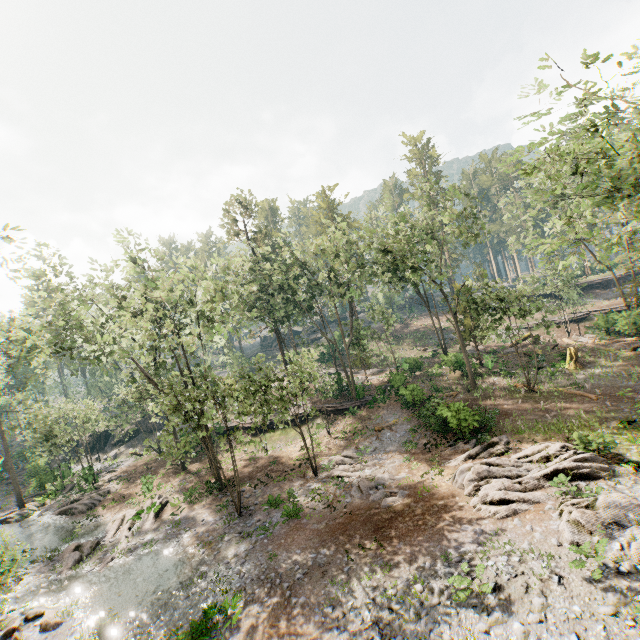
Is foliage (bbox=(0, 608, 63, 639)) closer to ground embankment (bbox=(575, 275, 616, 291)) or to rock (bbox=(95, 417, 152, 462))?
rock (bbox=(95, 417, 152, 462))

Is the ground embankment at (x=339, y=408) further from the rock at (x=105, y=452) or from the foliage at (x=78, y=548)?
the rock at (x=105, y=452)

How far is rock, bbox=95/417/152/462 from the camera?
40.2 meters

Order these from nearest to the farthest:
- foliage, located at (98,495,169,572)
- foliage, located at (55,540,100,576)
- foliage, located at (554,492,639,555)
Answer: foliage, located at (554,492,639,555) → foliage, located at (55,540,100,576) → foliage, located at (98,495,169,572)

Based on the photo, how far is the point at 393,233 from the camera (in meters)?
27.92

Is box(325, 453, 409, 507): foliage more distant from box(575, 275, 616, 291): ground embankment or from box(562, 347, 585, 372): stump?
box(562, 347, 585, 372): stump

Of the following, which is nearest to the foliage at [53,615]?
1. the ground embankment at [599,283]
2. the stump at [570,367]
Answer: the ground embankment at [599,283]

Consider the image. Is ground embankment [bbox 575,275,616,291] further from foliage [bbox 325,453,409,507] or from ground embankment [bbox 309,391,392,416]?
ground embankment [bbox 309,391,392,416]
